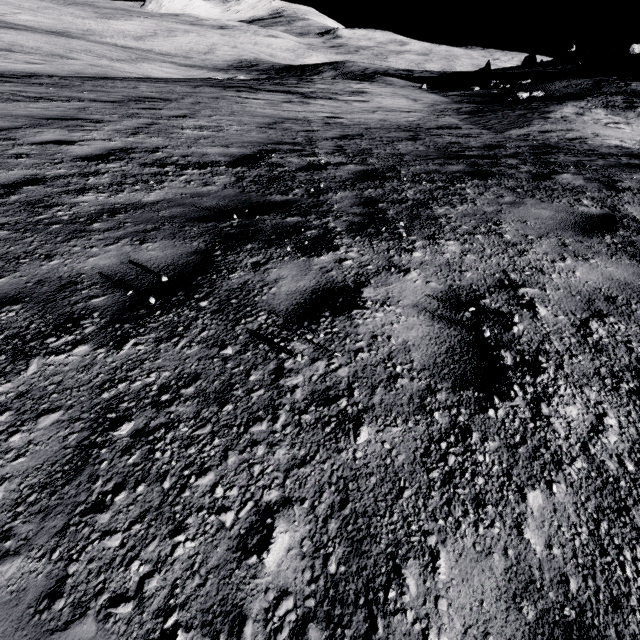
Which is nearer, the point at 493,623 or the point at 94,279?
the point at 493,623
